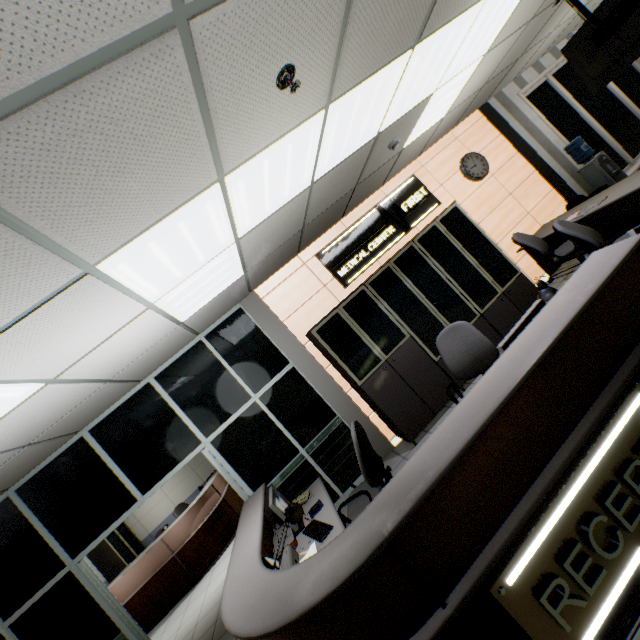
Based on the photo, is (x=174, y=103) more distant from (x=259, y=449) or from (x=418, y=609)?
(x=259, y=449)

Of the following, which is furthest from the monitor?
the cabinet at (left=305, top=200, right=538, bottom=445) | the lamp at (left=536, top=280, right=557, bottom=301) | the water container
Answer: the water container

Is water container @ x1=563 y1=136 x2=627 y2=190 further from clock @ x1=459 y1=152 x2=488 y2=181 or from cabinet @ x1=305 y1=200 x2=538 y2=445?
cabinet @ x1=305 y1=200 x2=538 y2=445

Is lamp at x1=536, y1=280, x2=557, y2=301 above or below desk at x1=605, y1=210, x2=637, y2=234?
above

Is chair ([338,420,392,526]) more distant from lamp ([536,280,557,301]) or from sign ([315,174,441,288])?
sign ([315,174,441,288])

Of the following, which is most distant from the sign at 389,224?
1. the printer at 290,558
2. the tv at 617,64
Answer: the printer at 290,558

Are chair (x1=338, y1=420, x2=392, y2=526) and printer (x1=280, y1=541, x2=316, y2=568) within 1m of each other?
yes

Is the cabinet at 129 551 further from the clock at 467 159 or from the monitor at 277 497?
the clock at 467 159
